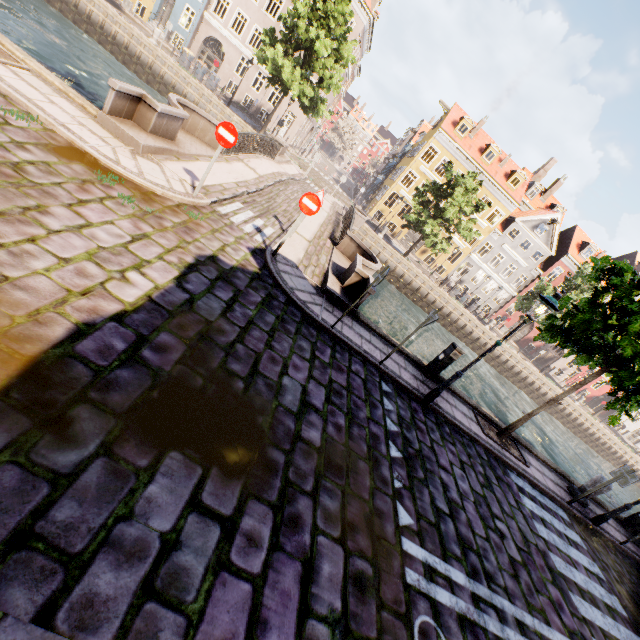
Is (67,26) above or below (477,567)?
below

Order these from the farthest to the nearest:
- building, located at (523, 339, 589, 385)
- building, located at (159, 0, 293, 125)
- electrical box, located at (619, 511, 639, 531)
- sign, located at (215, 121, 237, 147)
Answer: building, located at (523, 339, 589, 385), building, located at (159, 0, 293, 125), electrical box, located at (619, 511, 639, 531), sign, located at (215, 121, 237, 147)

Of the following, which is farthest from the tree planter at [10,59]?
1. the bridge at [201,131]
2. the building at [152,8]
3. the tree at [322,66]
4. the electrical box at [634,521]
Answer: the building at [152,8]

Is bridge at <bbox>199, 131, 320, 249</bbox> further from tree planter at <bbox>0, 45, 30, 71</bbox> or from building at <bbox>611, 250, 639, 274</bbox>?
building at <bbox>611, 250, 639, 274</bbox>

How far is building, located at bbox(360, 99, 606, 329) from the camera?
33.5 meters

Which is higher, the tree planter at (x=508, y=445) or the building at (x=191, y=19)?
the building at (x=191, y=19)

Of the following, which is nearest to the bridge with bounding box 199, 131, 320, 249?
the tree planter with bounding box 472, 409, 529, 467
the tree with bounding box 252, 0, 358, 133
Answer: the tree with bounding box 252, 0, 358, 133

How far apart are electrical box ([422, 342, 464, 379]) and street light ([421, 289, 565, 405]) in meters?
1.2
